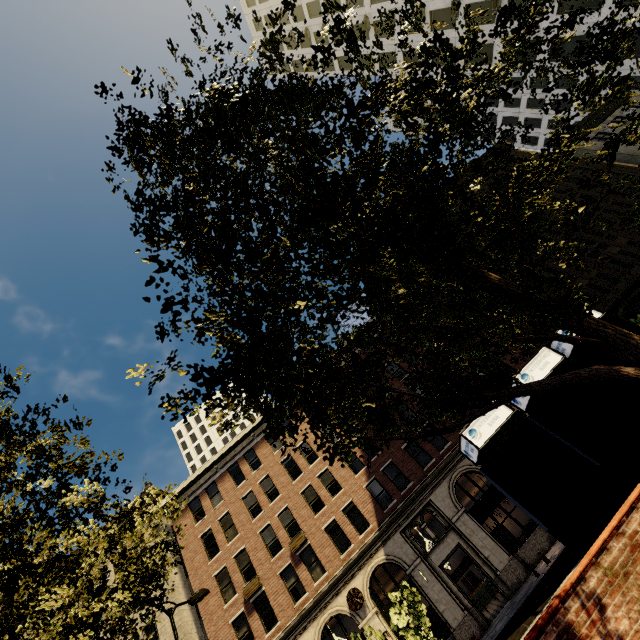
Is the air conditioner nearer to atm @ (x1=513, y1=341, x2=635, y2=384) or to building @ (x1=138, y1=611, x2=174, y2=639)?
building @ (x1=138, y1=611, x2=174, y2=639)

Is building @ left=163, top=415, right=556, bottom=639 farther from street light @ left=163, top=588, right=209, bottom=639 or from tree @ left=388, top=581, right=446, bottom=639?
tree @ left=388, top=581, right=446, bottom=639

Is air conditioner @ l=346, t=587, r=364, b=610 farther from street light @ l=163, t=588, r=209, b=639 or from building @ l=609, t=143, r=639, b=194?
street light @ l=163, t=588, r=209, b=639

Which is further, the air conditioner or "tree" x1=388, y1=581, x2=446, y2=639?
the air conditioner

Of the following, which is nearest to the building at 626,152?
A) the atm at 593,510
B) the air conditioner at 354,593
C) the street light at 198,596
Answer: the air conditioner at 354,593

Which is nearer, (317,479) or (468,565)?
(468,565)

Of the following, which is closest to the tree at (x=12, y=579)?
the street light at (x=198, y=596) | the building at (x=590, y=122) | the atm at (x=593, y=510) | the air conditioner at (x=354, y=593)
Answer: the atm at (x=593, y=510)

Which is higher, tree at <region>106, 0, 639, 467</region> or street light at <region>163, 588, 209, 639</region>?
street light at <region>163, 588, 209, 639</region>
